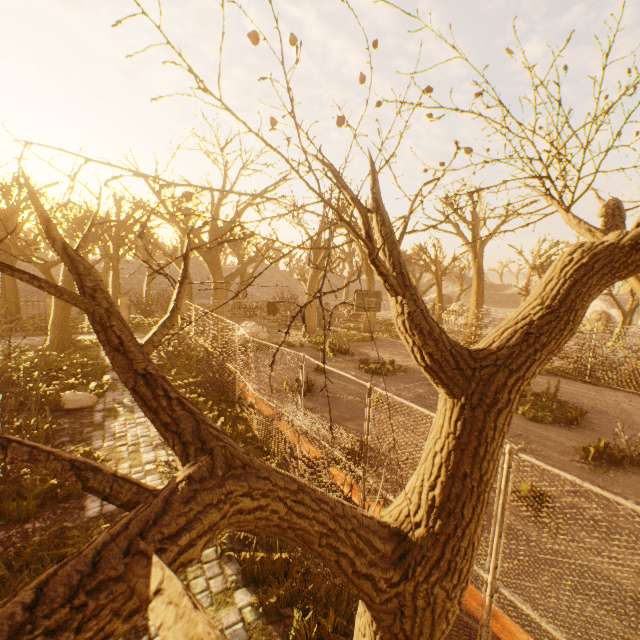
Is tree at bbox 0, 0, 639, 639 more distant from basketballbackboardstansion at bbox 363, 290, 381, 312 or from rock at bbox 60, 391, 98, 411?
rock at bbox 60, 391, 98, 411

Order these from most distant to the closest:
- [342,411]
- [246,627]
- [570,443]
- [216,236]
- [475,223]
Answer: [475,223]
[216,236]
[342,411]
[570,443]
[246,627]

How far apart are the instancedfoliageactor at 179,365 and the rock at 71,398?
3.3m

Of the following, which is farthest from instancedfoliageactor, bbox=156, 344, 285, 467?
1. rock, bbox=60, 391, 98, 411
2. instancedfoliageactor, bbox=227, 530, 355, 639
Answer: instancedfoliageactor, bbox=227, 530, 355, 639

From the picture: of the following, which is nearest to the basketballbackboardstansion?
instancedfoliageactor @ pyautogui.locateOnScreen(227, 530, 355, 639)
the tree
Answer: the tree

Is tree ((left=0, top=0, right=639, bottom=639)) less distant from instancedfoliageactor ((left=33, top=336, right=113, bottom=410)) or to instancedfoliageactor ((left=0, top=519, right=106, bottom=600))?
instancedfoliageactor ((left=0, top=519, right=106, bottom=600))

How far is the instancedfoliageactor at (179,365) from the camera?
8.1 meters

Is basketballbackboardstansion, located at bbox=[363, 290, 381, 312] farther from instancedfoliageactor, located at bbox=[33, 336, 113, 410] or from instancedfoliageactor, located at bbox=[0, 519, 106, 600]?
instancedfoliageactor, located at bbox=[0, 519, 106, 600]
